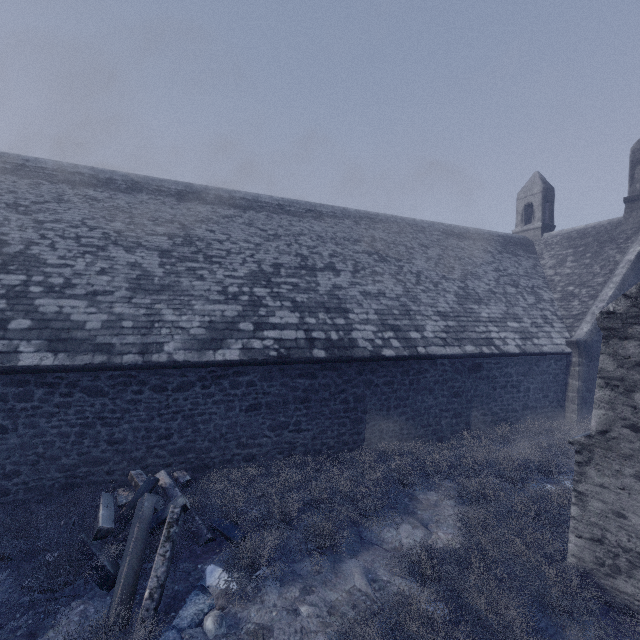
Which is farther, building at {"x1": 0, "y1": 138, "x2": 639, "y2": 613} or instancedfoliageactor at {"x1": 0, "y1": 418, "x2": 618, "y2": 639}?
building at {"x1": 0, "y1": 138, "x2": 639, "y2": 613}

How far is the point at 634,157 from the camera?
14.8 meters

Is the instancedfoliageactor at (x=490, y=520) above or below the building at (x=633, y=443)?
below

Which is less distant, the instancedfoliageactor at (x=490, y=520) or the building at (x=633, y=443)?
the instancedfoliageactor at (x=490, y=520)

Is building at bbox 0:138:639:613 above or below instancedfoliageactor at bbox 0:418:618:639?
above
